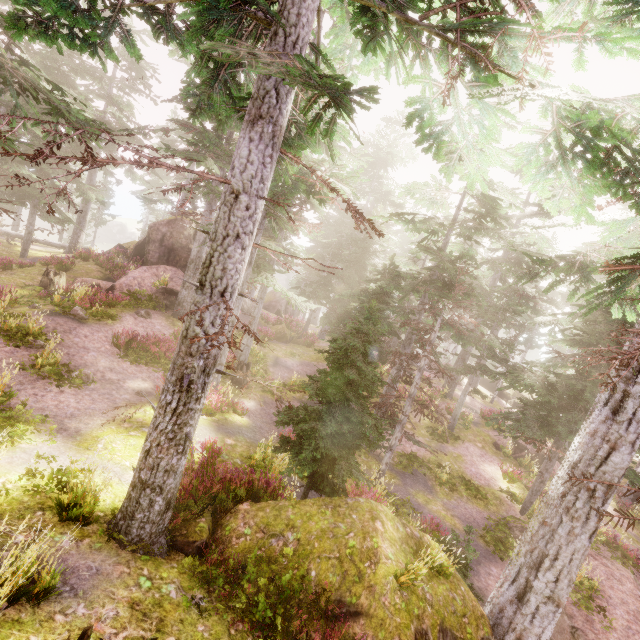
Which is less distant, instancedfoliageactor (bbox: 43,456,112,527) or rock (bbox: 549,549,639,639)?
instancedfoliageactor (bbox: 43,456,112,527)

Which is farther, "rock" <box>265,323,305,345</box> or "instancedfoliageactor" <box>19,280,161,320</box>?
"rock" <box>265,323,305,345</box>

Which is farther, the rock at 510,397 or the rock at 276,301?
the rock at 276,301

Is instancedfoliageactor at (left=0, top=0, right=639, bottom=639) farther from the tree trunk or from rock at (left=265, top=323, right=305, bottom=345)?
the tree trunk

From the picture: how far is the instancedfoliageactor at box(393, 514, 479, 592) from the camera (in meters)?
6.24

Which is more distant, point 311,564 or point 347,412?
point 347,412

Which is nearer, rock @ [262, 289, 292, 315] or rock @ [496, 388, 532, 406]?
rock @ [496, 388, 532, 406]

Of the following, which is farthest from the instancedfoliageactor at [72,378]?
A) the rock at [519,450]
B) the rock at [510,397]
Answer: the rock at [519,450]
